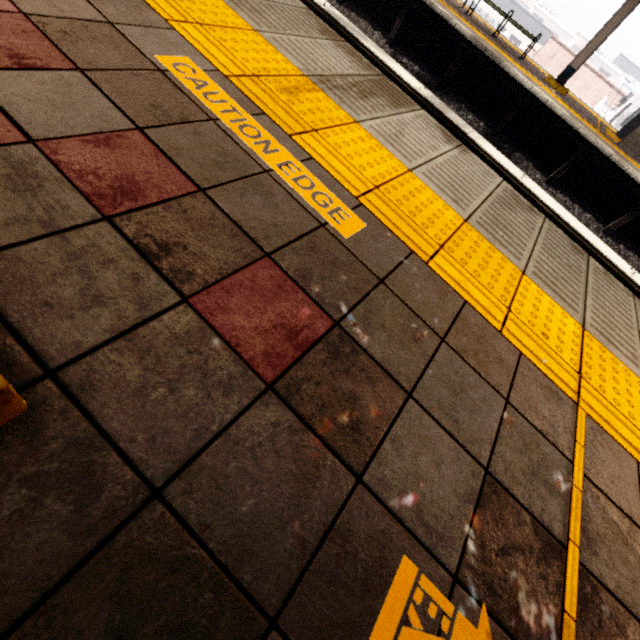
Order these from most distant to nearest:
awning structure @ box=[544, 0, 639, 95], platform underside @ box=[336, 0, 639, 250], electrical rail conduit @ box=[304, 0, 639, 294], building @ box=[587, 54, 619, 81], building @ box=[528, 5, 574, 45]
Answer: building @ box=[528, 5, 574, 45]
building @ box=[587, 54, 619, 81]
awning structure @ box=[544, 0, 639, 95]
platform underside @ box=[336, 0, 639, 250]
electrical rail conduit @ box=[304, 0, 639, 294]

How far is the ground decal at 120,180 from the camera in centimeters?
102cm

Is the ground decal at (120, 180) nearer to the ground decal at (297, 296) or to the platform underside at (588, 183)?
the ground decal at (297, 296)

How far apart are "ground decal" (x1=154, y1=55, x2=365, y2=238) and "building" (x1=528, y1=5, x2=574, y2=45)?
86.43m

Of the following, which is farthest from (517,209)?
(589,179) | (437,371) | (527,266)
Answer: (589,179)

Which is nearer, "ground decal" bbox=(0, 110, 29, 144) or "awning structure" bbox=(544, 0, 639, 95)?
"ground decal" bbox=(0, 110, 29, 144)

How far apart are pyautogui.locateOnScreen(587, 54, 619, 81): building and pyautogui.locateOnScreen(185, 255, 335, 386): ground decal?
87.0m

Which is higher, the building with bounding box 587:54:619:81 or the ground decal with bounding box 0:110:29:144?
the building with bounding box 587:54:619:81
